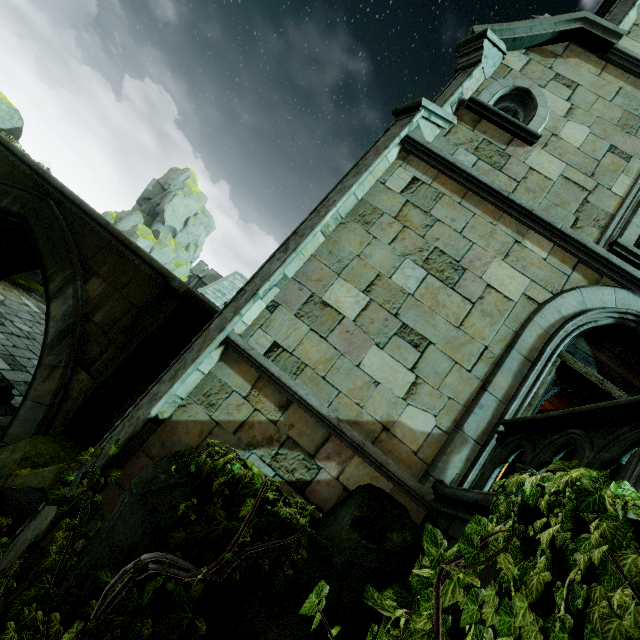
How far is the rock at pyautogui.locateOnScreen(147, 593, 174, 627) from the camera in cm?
317

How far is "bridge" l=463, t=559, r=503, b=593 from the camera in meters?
2.5

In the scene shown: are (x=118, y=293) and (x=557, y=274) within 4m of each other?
no

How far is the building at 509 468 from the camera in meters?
4.3 m

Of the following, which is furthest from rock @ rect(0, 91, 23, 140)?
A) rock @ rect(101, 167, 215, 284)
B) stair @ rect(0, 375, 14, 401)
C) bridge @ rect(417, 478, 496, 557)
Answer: rock @ rect(101, 167, 215, 284)

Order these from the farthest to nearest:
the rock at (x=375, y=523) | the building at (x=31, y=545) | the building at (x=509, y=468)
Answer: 1. the building at (x=509, y=468)
2. the building at (x=31, y=545)
3. the rock at (x=375, y=523)

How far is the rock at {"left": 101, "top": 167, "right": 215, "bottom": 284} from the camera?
41.9m

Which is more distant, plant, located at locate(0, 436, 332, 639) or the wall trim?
the wall trim
